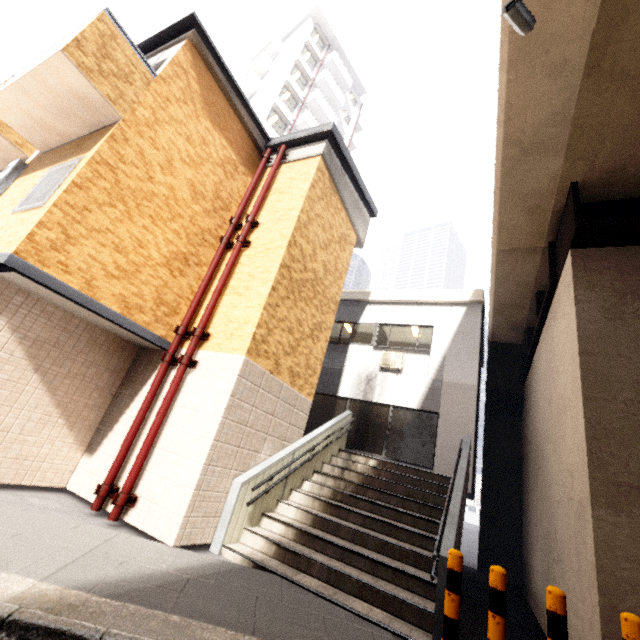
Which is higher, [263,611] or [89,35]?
[89,35]

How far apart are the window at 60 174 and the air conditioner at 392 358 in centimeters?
939cm

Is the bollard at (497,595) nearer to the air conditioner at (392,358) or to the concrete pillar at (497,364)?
the air conditioner at (392,358)

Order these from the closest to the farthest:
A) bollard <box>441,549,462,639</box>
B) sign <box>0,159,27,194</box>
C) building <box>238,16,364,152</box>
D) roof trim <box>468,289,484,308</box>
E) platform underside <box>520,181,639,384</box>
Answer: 1. bollard <box>441,549,462,639</box>
2. platform underside <box>520,181,639,384</box>
3. sign <box>0,159,27,194</box>
4. roof trim <box>468,289,484,308</box>
5. building <box>238,16,364,152</box>

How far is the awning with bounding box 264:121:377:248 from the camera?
8.3m

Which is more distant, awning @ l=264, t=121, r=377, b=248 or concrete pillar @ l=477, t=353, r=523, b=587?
concrete pillar @ l=477, t=353, r=523, b=587

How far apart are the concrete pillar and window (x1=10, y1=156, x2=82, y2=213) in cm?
1276

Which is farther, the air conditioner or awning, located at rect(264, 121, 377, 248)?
the air conditioner
